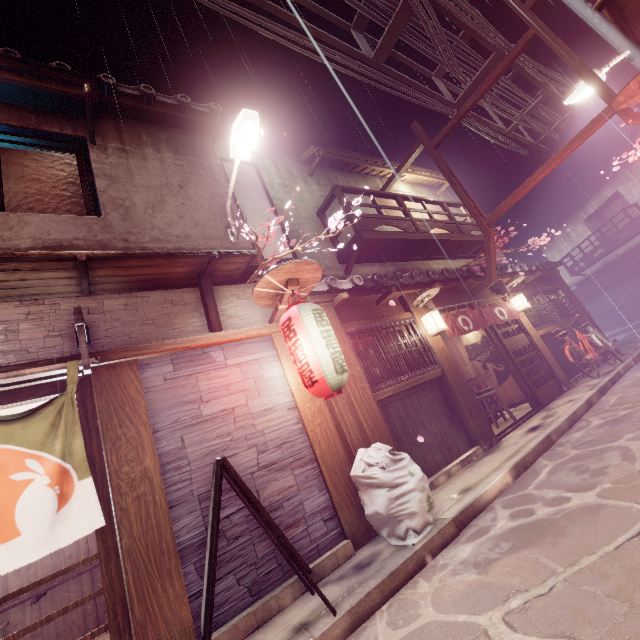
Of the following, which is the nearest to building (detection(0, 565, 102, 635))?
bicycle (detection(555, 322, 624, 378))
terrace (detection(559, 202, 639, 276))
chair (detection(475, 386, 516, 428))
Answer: chair (detection(475, 386, 516, 428))

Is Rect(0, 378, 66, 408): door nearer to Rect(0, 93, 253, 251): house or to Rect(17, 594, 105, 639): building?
Rect(0, 93, 253, 251): house

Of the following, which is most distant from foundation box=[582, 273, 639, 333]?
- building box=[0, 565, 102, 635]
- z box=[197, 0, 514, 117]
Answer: z box=[197, 0, 514, 117]

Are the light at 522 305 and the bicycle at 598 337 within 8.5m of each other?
yes

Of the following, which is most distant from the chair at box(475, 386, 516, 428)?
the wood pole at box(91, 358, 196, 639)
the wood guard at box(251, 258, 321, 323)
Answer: the wood pole at box(91, 358, 196, 639)

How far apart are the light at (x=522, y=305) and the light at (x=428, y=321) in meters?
6.6 m

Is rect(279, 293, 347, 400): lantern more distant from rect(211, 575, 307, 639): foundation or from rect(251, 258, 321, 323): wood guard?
rect(211, 575, 307, 639): foundation

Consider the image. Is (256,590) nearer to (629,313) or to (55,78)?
(55,78)
